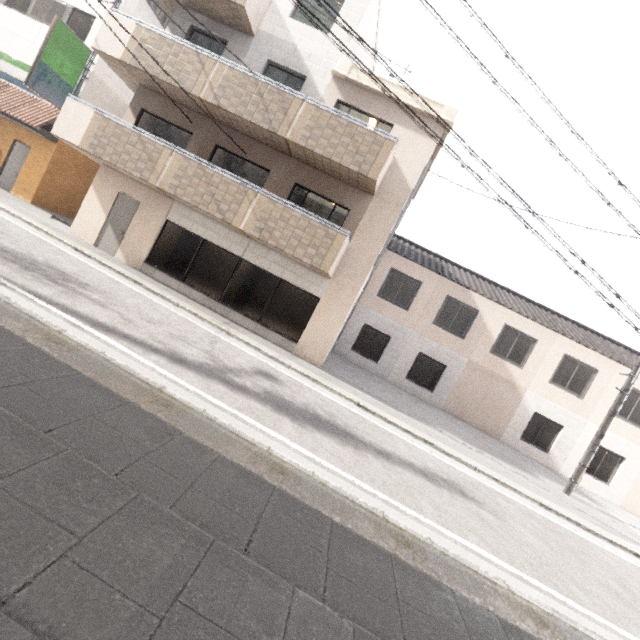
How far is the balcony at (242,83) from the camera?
9.3 meters

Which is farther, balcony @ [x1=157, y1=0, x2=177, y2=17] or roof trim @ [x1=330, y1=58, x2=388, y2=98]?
balcony @ [x1=157, y1=0, x2=177, y2=17]

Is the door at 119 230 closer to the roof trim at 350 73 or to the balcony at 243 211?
the balcony at 243 211

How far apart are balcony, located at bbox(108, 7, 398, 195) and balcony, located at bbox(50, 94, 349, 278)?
1.6 meters

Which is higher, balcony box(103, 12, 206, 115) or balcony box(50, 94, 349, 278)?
balcony box(103, 12, 206, 115)

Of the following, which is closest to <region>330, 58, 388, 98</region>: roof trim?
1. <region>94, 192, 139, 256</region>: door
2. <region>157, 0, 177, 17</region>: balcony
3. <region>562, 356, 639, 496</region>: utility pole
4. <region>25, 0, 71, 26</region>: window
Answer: <region>157, 0, 177, 17</region>: balcony

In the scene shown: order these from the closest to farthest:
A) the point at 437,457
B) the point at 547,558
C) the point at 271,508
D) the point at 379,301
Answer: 1. the point at 271,508
2. the point at 547,558
3. the point at 437,457
4. the point at 379,301
